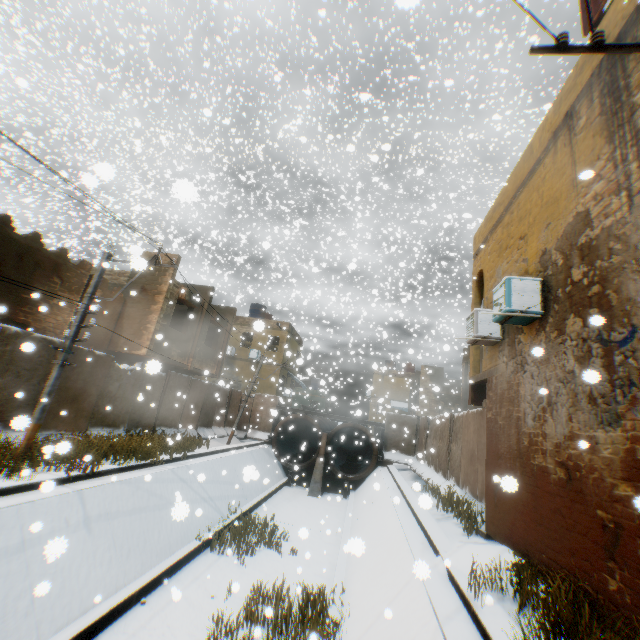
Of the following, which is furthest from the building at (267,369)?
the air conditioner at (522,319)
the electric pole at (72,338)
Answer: the electric pole at (72,338)

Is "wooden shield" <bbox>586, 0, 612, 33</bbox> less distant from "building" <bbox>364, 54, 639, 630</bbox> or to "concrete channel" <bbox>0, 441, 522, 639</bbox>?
"building" <bbox>364, 54, 639, 630</bbox>

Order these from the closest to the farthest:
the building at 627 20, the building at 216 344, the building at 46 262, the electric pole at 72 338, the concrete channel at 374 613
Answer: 1. the building at 627 20
2. the concrete channel at 374 613
3. the electric pole at 72 338
4. the building at 46 262
5. the building at 216 344

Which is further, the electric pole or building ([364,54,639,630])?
the electric pole

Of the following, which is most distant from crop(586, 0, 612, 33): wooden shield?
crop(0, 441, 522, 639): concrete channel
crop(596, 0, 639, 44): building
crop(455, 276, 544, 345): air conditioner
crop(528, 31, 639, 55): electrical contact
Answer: crop(0, 441, 522, 639): concrete channel

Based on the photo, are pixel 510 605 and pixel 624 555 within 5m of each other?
yes
